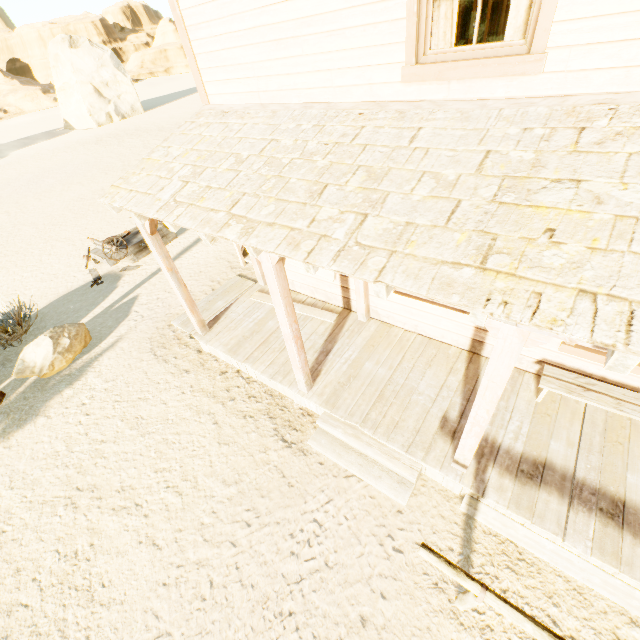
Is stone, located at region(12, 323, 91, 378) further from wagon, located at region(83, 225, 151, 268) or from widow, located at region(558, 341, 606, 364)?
widow, located at region(558, 341, 606, 364)

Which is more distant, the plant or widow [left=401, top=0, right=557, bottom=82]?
the plant

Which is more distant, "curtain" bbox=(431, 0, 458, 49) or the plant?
the plant

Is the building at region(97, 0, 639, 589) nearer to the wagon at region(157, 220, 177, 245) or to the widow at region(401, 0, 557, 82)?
the widow at region(401, 0, 557, 82)

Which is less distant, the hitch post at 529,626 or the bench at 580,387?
the hitch post at 529,626

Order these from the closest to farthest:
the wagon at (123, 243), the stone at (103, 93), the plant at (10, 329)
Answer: the plant at (10, 329) < the wagon at (123, 243) < the stone at (103, 93)

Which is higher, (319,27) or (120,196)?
(319,27)

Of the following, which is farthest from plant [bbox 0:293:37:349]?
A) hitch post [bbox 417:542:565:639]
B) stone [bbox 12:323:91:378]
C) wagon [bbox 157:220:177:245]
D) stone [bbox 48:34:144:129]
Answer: stone [bbox 48:34:144:129]
